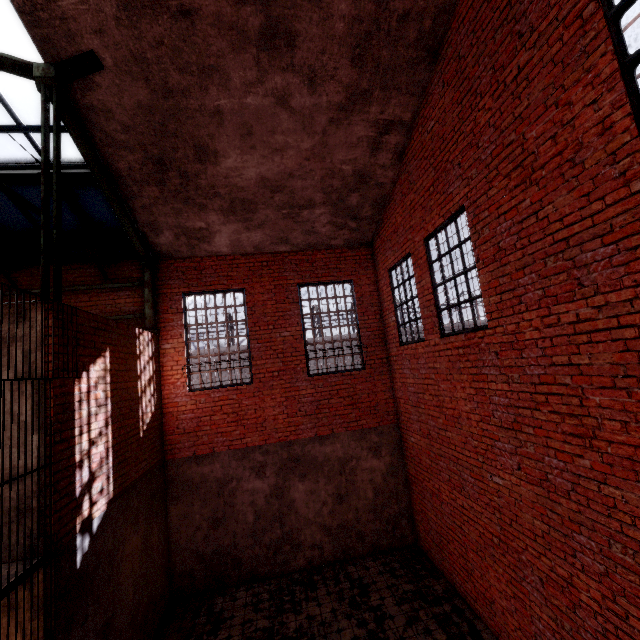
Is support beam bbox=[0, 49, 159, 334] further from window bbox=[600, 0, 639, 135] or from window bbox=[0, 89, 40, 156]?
window bbox=[600, 0, 639, 135]

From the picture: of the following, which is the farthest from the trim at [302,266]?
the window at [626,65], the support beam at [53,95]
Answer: the window at [626,65]

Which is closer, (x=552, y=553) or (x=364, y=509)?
(x=552, y=553)

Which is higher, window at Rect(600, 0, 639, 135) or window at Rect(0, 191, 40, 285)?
window at Rect(0, 191, 40, 285)

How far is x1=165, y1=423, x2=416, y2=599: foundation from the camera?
7.44m

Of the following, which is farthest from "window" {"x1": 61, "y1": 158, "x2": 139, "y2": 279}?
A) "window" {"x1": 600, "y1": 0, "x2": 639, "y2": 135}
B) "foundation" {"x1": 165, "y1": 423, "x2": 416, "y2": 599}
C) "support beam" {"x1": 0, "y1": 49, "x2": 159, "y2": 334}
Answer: "window" {"x1": 600, "y1": 0, "x2": 639, "y2": 135}

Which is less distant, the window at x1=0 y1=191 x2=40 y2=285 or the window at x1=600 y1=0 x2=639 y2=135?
the window at x1=600 y1=0 x2=639 y2=135

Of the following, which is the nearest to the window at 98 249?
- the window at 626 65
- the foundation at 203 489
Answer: the foundation at 203 489
